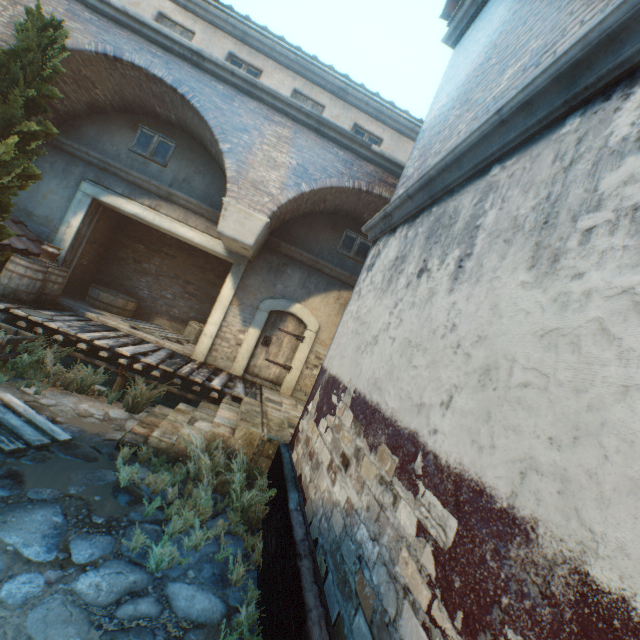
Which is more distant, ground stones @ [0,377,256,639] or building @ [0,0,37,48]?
building @ [0,0,37,48]

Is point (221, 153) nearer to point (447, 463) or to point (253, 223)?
point (253, 223)

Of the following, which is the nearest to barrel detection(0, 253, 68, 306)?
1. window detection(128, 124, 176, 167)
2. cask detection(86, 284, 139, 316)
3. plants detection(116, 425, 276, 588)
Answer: cask detection(86, 284, 139, 316)

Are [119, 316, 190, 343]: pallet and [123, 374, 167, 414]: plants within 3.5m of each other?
yes

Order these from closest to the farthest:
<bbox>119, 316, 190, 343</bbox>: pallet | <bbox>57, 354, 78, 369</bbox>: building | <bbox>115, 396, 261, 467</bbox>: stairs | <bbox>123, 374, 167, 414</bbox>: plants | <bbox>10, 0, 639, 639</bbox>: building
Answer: <bbox>10, 0, 639, 639</bbox>: building → <bbox>115, 396, 261, 467</bbox>: stairs → <bbox>123, 374, 167, 414</bbox>: plants → <bbox>57, 354, 78, 369</bbox>: building → <bbox>119, 316, 190, 343</bbox>: pallet

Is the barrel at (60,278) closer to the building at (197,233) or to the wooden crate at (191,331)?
the wooden crate at (191,331)

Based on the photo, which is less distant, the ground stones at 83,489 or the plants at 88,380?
the ground stones at 83,489

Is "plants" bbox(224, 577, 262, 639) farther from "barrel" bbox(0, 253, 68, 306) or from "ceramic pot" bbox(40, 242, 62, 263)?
"ceramic pot" bbox(40, 242, 62, 263)
